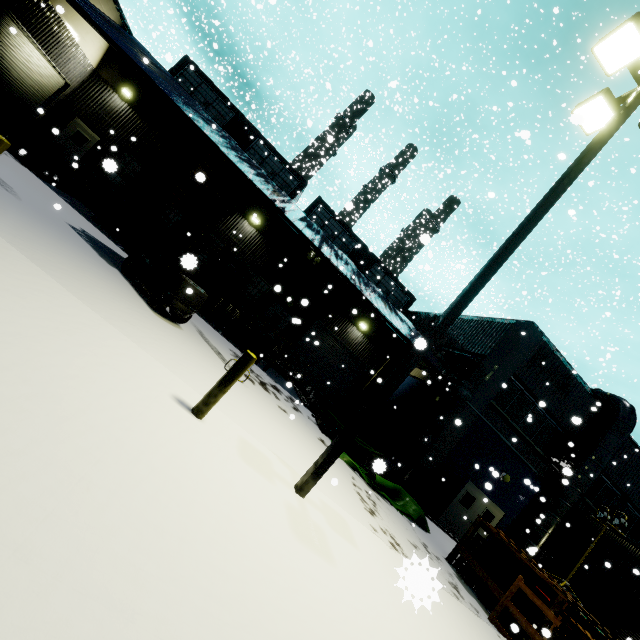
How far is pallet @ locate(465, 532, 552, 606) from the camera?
8.8 meters

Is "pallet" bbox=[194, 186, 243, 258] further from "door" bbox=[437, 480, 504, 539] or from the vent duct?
"door" bbox=[437, 480, 504, 539]

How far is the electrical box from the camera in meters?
14.6

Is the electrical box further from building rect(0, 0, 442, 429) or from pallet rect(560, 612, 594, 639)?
pallet rect(560, 612, 594, 639)

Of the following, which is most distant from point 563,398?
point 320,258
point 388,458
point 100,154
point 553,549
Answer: point 100,154

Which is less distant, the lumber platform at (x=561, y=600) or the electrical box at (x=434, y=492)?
the lumber platform at (x=561, y=600)

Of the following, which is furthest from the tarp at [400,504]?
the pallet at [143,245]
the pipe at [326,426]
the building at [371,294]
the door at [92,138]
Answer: the door at [92,138]

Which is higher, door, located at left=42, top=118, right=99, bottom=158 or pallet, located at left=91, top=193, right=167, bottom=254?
door, located at left=42, top=118, right=99, bottom=158
